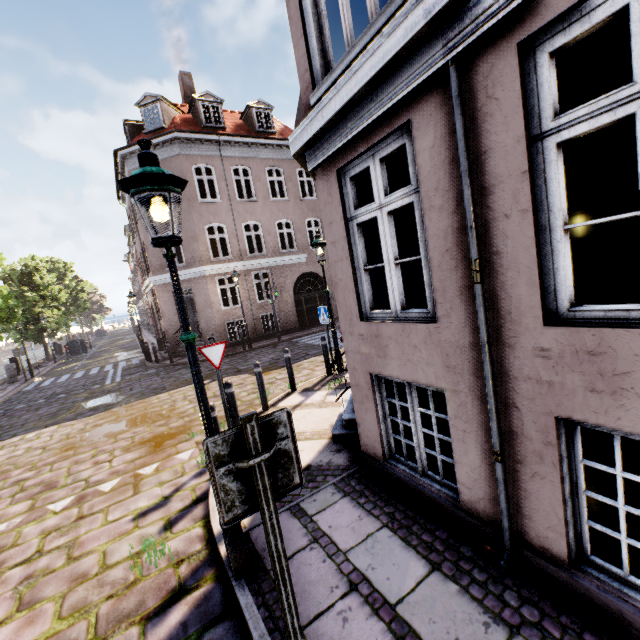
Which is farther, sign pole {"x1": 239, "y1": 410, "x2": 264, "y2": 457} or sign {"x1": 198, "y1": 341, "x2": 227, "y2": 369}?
sign {"x1": 198, "y1": 341, "x2": 227, "y2": 369}

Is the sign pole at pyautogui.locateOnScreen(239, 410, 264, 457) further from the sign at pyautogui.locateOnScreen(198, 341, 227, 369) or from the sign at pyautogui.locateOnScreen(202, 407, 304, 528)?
the sign at pyautogui.locateOnScreen(198, 341, 227, 369)

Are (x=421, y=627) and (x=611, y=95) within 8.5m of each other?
yes

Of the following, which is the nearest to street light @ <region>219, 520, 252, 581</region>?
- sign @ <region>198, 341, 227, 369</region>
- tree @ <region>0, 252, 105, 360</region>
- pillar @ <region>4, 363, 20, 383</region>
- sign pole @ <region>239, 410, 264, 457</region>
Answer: sign pole @ <region>239, 410, 264, 457</region>

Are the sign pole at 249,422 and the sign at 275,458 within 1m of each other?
yes

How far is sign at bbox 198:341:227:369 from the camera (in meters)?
5.64

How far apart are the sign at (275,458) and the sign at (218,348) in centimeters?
420cm

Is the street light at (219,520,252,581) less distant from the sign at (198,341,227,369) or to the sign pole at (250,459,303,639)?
the sign pole at (250,459,303,639)
